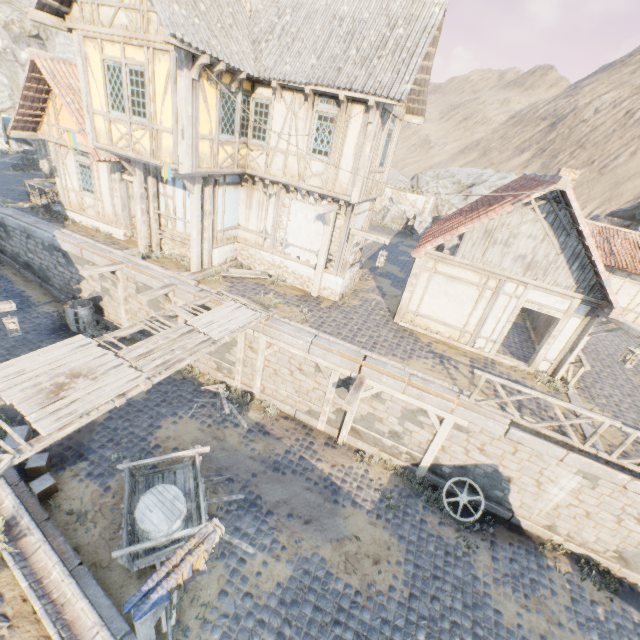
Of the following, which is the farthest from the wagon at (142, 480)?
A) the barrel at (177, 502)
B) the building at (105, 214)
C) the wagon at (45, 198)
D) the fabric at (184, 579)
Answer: the wagon at (45, 198)

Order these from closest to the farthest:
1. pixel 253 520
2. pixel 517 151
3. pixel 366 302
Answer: pixel 253 520 < pixel 366 302 < pixel 517 151

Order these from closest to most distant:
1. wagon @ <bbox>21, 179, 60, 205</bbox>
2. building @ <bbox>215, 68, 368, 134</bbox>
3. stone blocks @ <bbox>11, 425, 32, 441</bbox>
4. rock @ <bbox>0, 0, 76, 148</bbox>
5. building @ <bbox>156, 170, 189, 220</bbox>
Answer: stone blocks @ <bbox>11, 425, 32, 441</bbox>
building @ <bbox>215, 68, 368, 134</bbox>
building @ <bbox>156, 170, 189, 220</bbox>
wagon @ <bbox>21, 179, 60, 205</bbox>
rock @ <bbox>0, 0, 76, 148</bbox>

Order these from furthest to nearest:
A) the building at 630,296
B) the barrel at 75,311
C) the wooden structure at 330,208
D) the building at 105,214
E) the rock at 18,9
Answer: the rock at 18,9, the building at 630,296, the building at 105,214, the barrel at 75,311, the wooden structure at 330,208

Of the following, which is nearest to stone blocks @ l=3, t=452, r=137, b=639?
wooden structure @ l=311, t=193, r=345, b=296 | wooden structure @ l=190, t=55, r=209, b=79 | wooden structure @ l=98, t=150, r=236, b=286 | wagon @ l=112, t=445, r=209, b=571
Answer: wooden structure @ l=98, t=150, r=236, b=286

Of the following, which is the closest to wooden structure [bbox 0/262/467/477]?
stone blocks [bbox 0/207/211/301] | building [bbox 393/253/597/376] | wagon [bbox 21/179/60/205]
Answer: stone blocks [bbox 0/207/211/301]

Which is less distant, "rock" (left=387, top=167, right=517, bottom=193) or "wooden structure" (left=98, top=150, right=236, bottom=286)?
"wooden structure" (left=98, top=150, right=236, bottom=286)

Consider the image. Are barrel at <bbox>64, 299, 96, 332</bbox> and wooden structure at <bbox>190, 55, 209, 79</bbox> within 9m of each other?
no
